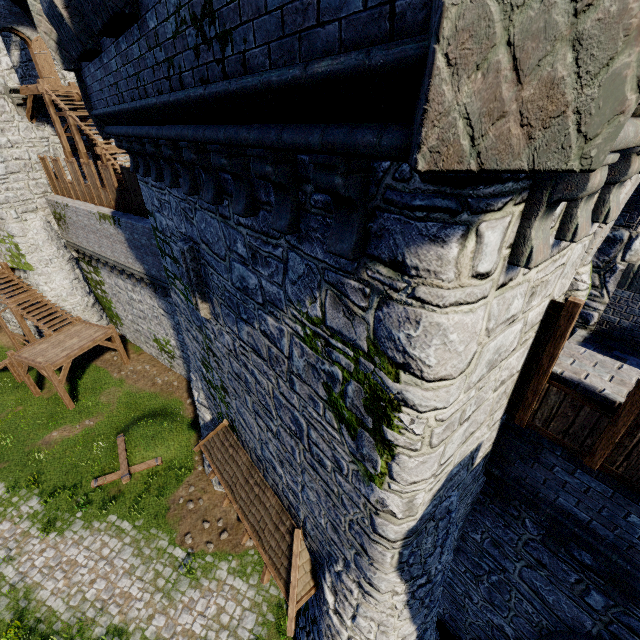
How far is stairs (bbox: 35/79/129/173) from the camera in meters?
15.8 m

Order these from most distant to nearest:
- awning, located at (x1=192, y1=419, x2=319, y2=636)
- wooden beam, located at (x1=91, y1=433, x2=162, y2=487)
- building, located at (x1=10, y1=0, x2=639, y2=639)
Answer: wooden beam, located at (x1=91, y1=433, x2=162, y2=487) → awning, located at (x1=192, y1=419, x2=319, y2=636) → building, located at (x1=10, y1=0, x2=639, y2=639)

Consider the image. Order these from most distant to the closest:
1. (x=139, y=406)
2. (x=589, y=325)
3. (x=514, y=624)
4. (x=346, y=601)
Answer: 1. (x=139, y=406)
2. (x=514, y=624)
3. (x=589, y=325)
4. (x=346, y=601)

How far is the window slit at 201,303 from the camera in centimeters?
691cm

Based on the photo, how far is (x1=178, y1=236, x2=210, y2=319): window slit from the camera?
6.9 meters

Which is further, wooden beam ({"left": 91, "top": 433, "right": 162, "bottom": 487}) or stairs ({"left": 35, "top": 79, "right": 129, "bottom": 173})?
stairs ({"left": 35, "top": 79, "right": 129, "bottom": 173})

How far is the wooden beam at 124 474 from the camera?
14.65m

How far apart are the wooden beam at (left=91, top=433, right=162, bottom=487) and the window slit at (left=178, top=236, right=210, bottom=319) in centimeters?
1108cm
